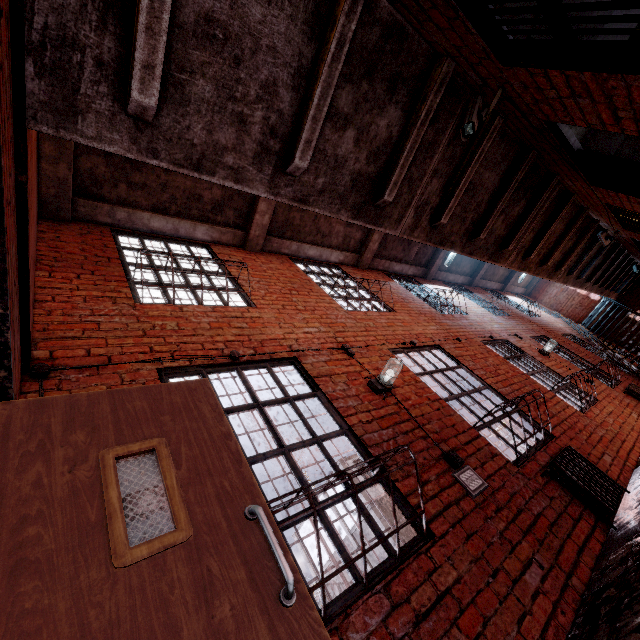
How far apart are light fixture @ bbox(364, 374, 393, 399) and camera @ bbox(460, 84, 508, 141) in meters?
2.3

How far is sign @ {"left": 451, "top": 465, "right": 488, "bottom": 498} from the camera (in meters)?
2.73

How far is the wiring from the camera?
2.1 meters

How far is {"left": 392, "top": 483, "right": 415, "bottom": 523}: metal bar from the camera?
2.3m

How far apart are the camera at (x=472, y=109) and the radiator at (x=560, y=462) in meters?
3.3

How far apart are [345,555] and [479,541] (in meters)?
1.12

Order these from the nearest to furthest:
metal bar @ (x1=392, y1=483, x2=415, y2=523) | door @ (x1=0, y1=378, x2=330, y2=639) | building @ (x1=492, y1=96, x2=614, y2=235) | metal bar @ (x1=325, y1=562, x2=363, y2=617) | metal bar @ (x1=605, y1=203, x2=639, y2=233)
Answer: door @ (x1=0, y1=378, x2=330, y2=639) < metal bar @ (x1=325, y1=562, x2=363, y2=617) < metal bar @ (x1=392, y1=483, x2=415, y2=523) < building @ (x1=492, y1=96, x2=614, y2=235) < metal bar @ (x1=605, y1=203, x2=639, y2=233)

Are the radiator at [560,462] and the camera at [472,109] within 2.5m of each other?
no
